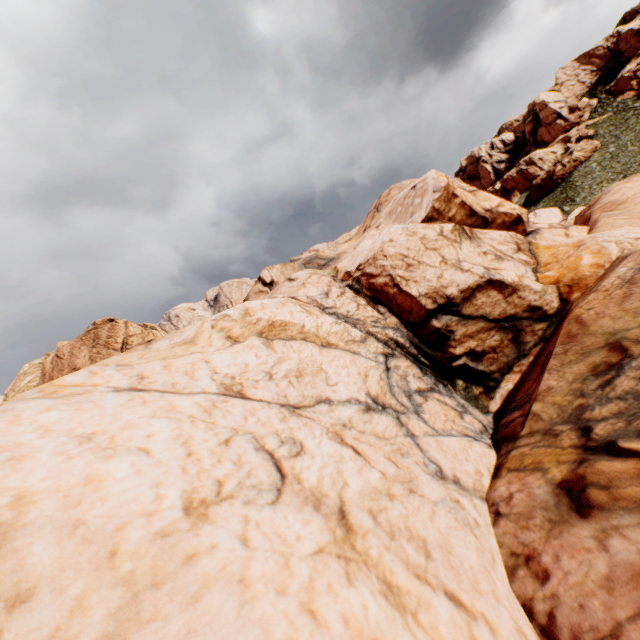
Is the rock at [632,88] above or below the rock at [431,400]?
above

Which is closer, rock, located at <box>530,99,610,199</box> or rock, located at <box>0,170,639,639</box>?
rock, located at <box>0,170,639,639</box>

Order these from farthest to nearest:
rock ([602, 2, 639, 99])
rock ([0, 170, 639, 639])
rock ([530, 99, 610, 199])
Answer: rock ([602, 2, 639, 99]), rock ([530, 99, 610, 199]), rock ([0, 170, 639, 639])

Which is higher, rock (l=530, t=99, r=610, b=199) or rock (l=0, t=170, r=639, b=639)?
rock (l=530, t=99, r=610, b=199)

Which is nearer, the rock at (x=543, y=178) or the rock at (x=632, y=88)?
the rock at (x=543, y=178)

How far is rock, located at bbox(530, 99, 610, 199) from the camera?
52.9m

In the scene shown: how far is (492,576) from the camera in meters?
5.8 m
